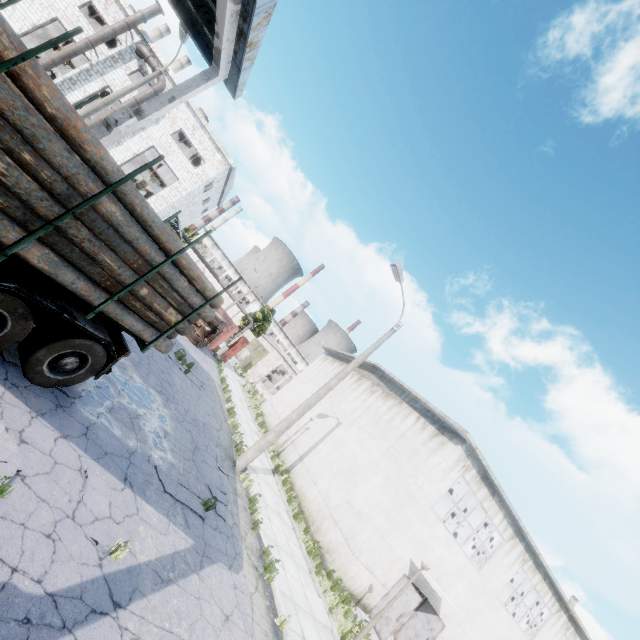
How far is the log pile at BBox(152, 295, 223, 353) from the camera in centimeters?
693cm

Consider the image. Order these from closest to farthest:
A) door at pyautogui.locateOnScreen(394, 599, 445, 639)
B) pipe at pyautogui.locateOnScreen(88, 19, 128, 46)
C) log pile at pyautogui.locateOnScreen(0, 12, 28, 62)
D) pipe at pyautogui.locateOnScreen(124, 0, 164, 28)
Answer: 1. log pile at pyautogui.locateOnScreen(0, 12, 28, 62)
2. door at pyautogui.locateOnScreen(394, 599, 445, 639)
3. pipe at pyautogui.locateOnScreen(88, 19, 128, 46)
4. pipe at pyautogui.locateOnScreen(124, 0, 164, 28)

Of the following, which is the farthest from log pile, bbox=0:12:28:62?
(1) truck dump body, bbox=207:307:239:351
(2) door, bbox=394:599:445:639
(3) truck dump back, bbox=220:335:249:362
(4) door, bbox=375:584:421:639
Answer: (3) truck dump back, bbox=220:335:249:362

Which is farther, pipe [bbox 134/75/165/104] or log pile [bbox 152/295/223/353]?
pipe [bbox 134/75/165/104]

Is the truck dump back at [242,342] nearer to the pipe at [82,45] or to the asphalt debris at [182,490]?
the asphalt debris at [182,490]

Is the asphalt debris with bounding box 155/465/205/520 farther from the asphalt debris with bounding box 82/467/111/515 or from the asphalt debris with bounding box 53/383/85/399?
the asphalt debris with bounding box 53/383/85/399

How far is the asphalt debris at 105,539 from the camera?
4.7 meters

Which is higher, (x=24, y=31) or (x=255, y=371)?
(x=24, y=31)
